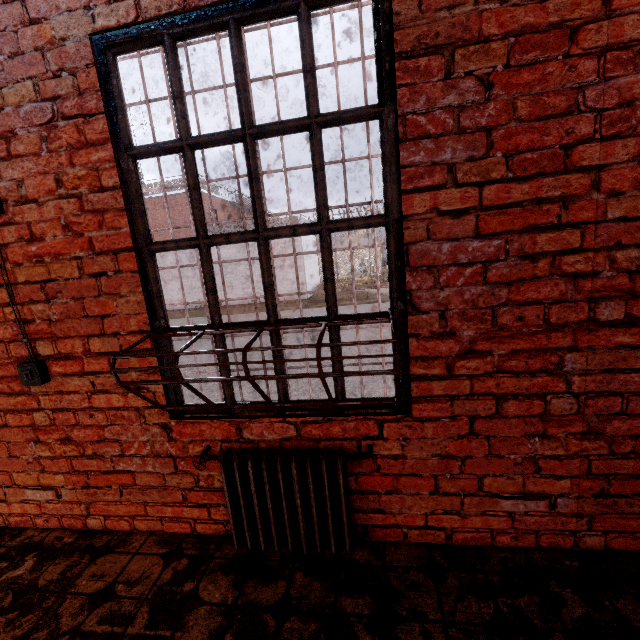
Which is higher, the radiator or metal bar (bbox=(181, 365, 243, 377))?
metal bar (bbox=(181, 365, 243, 377))

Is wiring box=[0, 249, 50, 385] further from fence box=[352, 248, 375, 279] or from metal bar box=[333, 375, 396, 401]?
fence box=[352, 248, 375, 279]

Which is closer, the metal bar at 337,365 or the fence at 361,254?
the metal bar at 337,365

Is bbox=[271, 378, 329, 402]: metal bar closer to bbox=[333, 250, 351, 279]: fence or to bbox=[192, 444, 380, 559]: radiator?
bbox=[192, 444, 380, 559]: radiator

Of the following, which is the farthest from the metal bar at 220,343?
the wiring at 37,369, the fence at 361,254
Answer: the fence at 361,254

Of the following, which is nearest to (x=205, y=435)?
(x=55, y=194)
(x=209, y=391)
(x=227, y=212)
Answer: (x=55, y=194)

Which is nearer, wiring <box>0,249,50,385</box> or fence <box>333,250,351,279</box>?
wiring <box>0,249,50,385</box>

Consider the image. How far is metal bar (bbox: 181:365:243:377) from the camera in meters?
1.8
